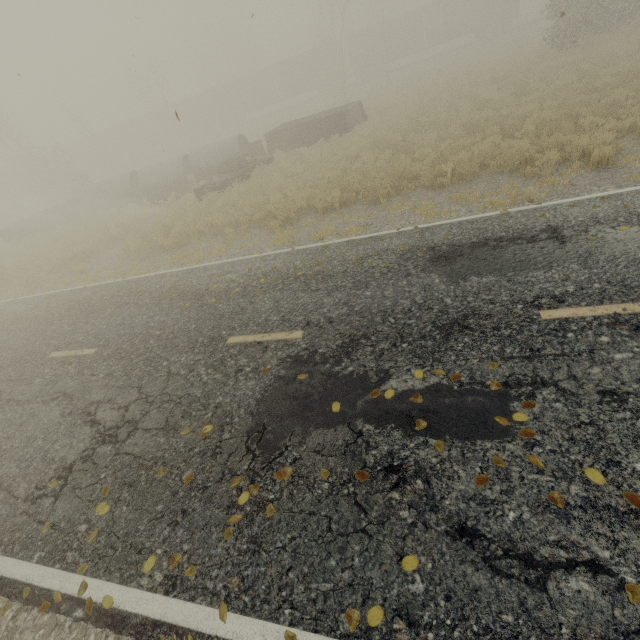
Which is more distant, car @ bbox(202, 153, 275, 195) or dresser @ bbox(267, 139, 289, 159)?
dresser @ bbox(267, 139, 289, 159)

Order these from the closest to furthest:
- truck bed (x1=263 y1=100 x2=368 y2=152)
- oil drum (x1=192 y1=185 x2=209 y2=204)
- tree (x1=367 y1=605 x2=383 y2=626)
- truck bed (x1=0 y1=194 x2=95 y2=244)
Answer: tree (x1=367 y1=605 x2=383 y2=626), oil drum (x1=192 y1=185 x2=209 y2=204), truck bed (x1=263 y1=100 x2=368 y2=152), truck bed (x1=0 y1=194 x2=95 y2=244)

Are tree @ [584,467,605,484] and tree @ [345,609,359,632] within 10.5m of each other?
yes

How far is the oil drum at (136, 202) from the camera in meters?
19.8 m

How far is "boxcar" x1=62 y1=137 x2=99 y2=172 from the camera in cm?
4688

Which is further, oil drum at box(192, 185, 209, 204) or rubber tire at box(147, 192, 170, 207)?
rubber tire at box(147, 192, 170, 207)

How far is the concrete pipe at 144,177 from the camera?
20.10m

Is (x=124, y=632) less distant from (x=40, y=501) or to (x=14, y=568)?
(x=14, y=568)
